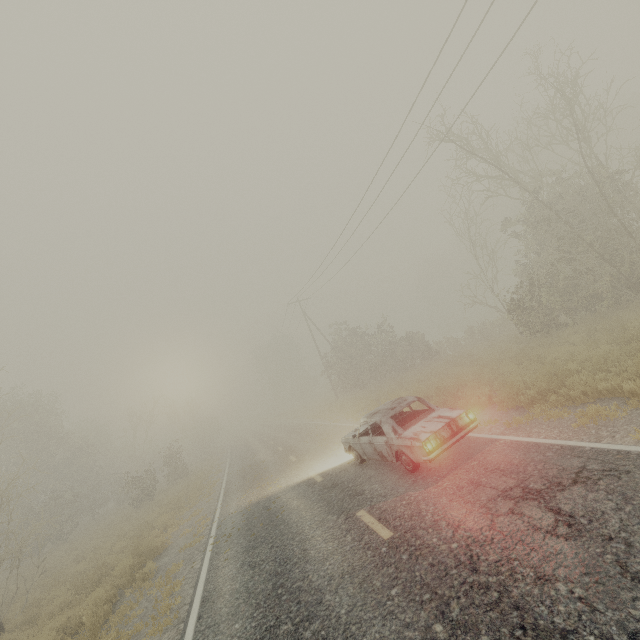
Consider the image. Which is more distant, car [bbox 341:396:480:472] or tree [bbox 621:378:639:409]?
car [bbox 341:396:480:472]

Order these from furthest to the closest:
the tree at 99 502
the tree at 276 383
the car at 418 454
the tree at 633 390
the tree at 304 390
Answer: the tree at 304 390 < the tree at 276 383 < the tree at 99 502 < the car at 418 454 < the tree at 633 390

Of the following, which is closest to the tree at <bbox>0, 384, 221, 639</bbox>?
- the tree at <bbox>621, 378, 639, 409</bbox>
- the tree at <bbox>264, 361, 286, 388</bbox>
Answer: the tree at <bbox>264, 361, 286, 388</bbox>

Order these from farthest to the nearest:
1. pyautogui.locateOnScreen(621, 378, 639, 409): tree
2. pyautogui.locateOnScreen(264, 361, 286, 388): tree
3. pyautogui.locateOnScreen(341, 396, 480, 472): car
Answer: pyautogui.locateOnScreen(264, 361, 286, 388): tree, pyautogui.locateOnScreen(341, 396, 480, 472): car, pyautogui.locateOnScreen(621, 378, 639, 409): tree

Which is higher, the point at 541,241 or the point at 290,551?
the point at 541,241

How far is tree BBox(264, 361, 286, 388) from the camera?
57.0m

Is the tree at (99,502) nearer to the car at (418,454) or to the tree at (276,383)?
the tree at (276,383)

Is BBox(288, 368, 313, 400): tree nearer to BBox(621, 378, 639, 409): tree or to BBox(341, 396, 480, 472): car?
BBox(341, 396, 480, 472): car
